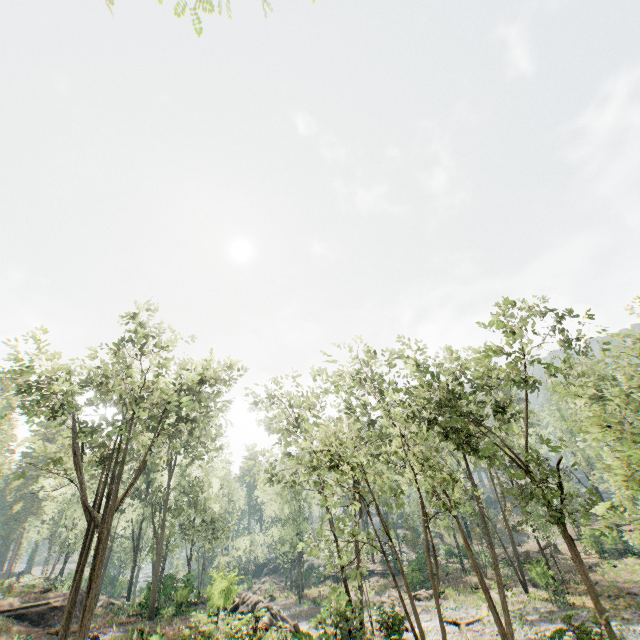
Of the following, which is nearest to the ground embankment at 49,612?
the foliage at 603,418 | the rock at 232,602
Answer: the foliage at 603,418

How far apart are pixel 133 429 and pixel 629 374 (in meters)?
40.52

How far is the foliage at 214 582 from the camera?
20.1 meters

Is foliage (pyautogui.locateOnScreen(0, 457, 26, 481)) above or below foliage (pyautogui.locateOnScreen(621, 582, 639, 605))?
above

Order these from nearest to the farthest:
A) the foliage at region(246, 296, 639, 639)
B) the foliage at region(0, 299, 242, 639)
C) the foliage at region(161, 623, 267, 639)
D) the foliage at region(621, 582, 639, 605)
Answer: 1. the foliage at region(161, 623, 267, 639)
2. the foliage at region(246, 296, 639, 639)
3. the foliage at region(0, 299, 242, 639)
4. the foliage at region(621, 582, 639, 605)

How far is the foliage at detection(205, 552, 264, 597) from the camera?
20.14m

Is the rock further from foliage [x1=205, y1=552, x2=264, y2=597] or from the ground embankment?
the ground embankment

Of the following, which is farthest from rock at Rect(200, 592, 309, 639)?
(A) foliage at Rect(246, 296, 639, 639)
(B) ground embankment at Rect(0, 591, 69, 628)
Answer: (B) ground embankment at Rect(0, 591, 69, 628)
